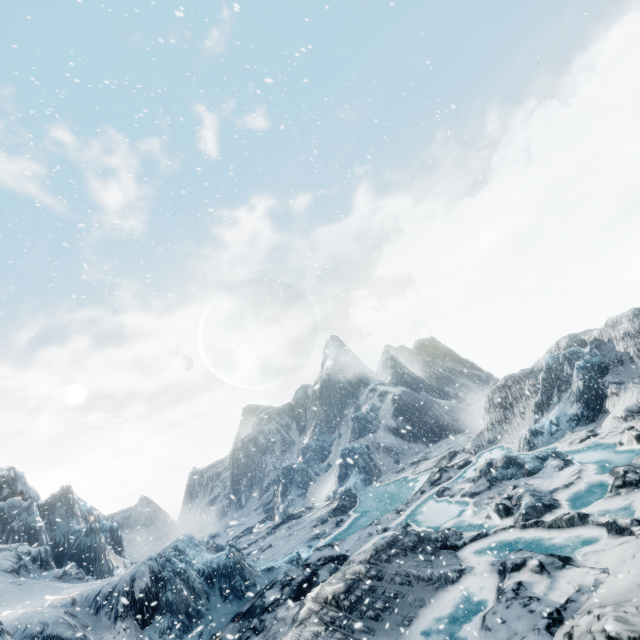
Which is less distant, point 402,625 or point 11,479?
point 402,625
